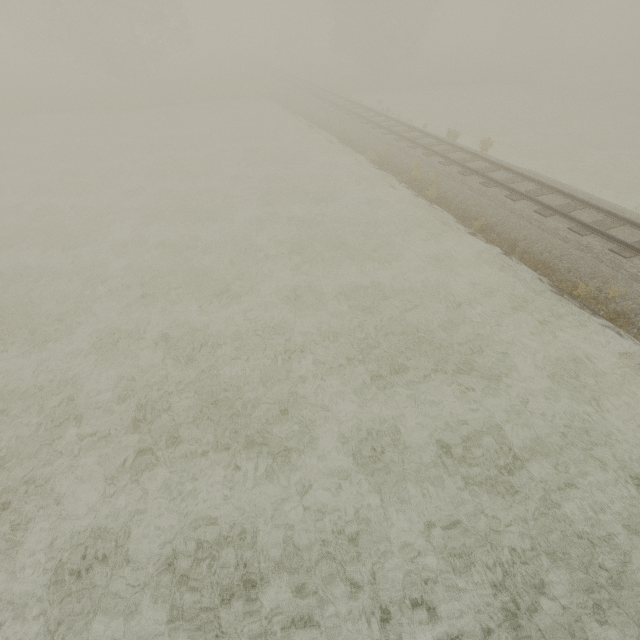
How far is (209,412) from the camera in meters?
7.4 m
